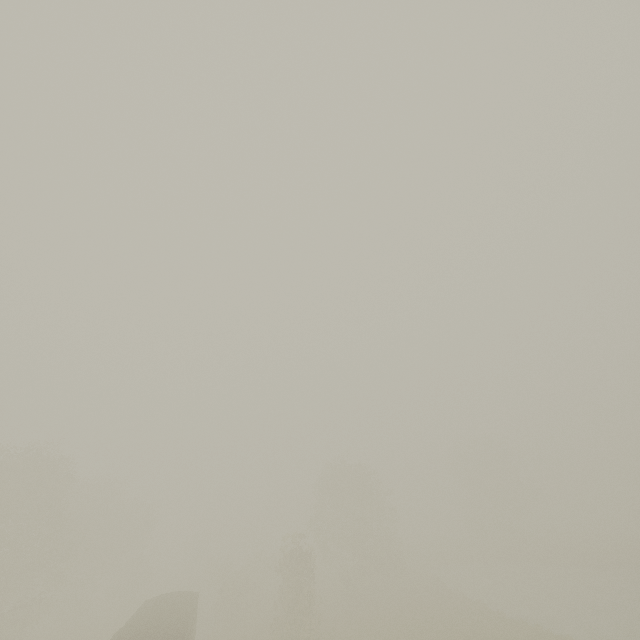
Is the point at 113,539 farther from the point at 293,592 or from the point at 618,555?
the point at 618,555
